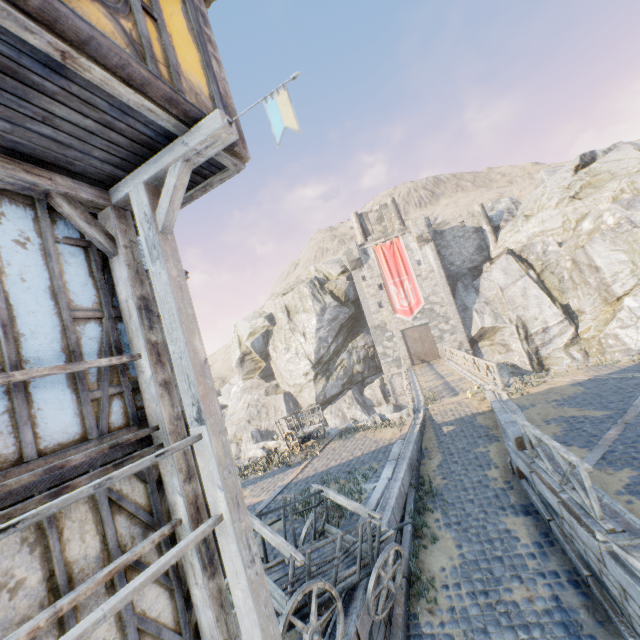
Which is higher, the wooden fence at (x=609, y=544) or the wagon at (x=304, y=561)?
the wagon at (x=304, y=561)

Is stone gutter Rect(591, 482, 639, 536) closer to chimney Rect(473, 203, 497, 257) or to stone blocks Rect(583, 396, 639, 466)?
stone blocks Rect(583, 396, 639, 466)

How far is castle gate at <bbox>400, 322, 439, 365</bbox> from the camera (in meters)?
33.44

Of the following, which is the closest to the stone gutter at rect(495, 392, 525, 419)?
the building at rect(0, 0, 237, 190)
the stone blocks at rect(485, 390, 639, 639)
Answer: the stone blocks at rect(485, 390, 639, 639)

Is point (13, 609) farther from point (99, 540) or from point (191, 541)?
point (191, 541)

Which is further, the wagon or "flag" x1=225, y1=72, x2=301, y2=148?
the wagon

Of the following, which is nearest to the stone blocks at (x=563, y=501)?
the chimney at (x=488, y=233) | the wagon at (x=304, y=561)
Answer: the wagon at (x=304, y=561)

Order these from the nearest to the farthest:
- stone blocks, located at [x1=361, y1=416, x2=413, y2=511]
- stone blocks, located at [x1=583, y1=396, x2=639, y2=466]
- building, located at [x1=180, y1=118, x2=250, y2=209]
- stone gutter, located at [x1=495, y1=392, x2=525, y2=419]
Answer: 1. building, located at [x1=180, y1=118, x2=250, y2=209]
2. stone blocks, located at [x1=583, y1=396, x2=639, y2=466]
3. stone blocks, located at [x1=361, y1=416, x2=413, y2=511]
4. stone gutter, located at [x1=495, y1=392, x2=525, y2=419]
